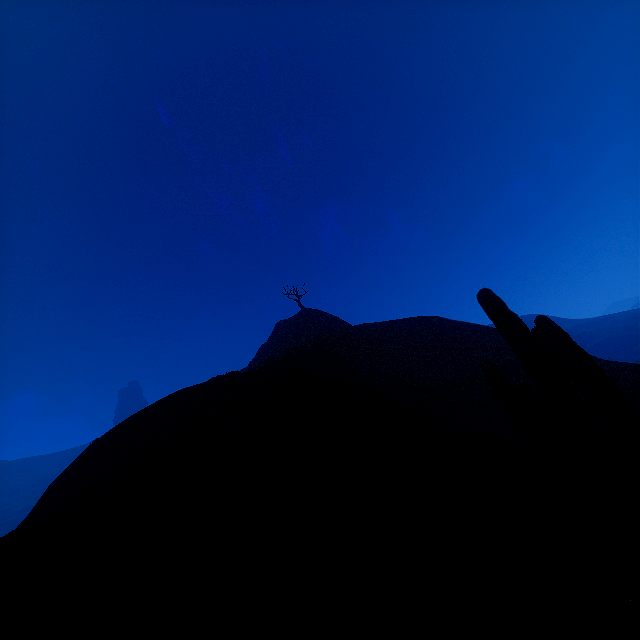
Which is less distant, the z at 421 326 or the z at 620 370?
the z at 421 326

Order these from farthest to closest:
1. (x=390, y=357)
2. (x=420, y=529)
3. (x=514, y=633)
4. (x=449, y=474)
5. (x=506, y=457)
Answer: (x=390, y=357) → (x=506, y=457) → (x=449, y=474) → (x=420, y=529) → (x=514, y=633)

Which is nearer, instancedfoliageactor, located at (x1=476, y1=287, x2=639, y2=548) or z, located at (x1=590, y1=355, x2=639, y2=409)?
instancedfoliageactor, located at (x1=476, y1=287, x2=639, y2=548)

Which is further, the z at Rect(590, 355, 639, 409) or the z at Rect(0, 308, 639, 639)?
the z at Rect(590, 355, 639, 409)

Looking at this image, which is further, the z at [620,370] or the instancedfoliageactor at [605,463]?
the z at [620,370]
